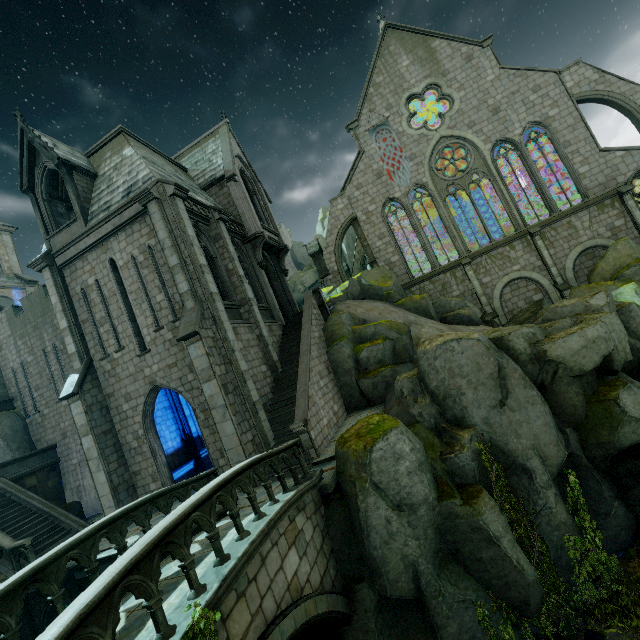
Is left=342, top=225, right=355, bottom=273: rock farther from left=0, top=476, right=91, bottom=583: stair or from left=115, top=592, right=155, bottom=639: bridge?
left=115, top=592, right=155, bottom=639: bridge

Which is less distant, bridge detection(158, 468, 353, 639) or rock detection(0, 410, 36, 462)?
bridge detection(158, 468, 353, 639)

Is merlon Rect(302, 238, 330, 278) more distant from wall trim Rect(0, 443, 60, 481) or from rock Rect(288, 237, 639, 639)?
wall trim Rect(0, 443, 60, 481)

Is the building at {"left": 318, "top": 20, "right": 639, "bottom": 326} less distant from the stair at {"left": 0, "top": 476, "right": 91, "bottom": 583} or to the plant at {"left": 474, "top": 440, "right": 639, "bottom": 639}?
the stair at {"left": 0, "top": 476, "right": 91, "bottom": 583}

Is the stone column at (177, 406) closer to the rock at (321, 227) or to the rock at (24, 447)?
the rock at (321, 227)

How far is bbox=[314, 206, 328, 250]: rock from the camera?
50.2 meters

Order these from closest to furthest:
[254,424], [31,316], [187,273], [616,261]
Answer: [254,424], [187,273], [616,261], [31,316]

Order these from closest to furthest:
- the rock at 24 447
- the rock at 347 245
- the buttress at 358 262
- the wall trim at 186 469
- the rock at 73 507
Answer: the wall trim at 186 469 < the rock at 73 507 < the rock at 24 447 < the buttress at 358 262 < the rock at 347 245
